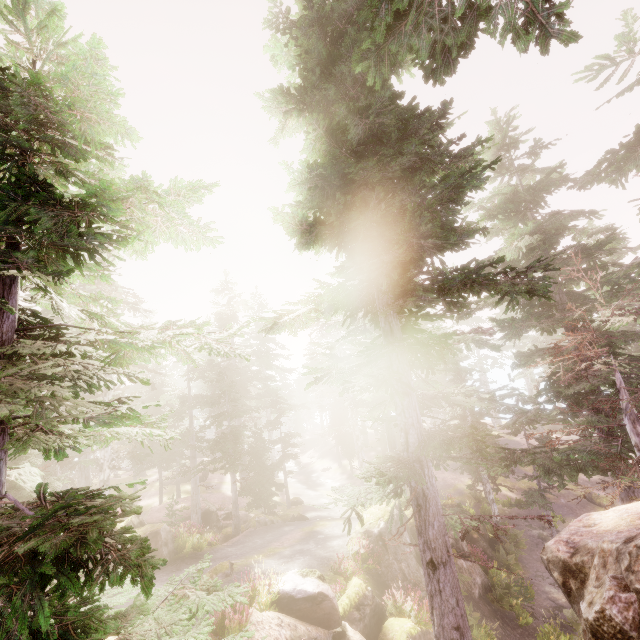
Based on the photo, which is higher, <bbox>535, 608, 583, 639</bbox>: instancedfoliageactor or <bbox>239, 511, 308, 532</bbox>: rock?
<bbox>239, 511, 308, 532</bbox>: rock

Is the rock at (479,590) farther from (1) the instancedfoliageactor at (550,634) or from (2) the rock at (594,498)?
(2) the rock at (594,498)

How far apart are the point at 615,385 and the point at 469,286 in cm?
1191

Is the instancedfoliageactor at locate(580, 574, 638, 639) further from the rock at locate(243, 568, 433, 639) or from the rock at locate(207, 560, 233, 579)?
the rock at locate(207, 560, 233, 579)

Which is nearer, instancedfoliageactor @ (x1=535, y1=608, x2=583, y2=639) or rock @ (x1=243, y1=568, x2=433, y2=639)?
rock @ (x1=243, y1=568, x2=433, y2=639)

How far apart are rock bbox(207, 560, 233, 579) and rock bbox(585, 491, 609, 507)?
28.71m

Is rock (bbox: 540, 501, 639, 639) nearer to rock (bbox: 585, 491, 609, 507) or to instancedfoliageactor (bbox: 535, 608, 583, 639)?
instancedfoliageactor (bbox: 535, 608, 583, 639)

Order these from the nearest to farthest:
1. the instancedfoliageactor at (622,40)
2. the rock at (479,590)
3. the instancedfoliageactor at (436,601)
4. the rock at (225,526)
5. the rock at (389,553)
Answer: the instancedfoliageactor at (436,601) < the instancedfoliageactor at (622,40) < the rock at (389,553) < the rock at (479,590) < the rock at (225,526)
